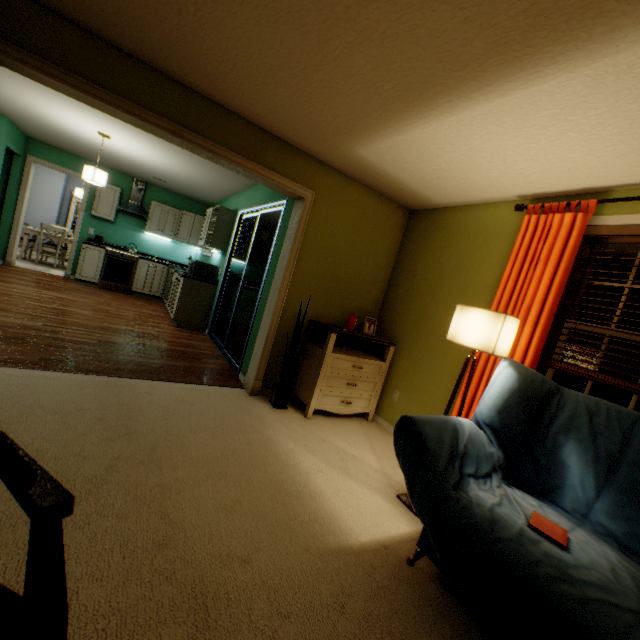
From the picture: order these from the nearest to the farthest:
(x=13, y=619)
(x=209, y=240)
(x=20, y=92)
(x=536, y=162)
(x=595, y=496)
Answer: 1. (x=13, y=619)
2. (x=595, y=496)
3. (x=536, y=162)
4. (x=20, y=92)
5. (x=209, y=240)

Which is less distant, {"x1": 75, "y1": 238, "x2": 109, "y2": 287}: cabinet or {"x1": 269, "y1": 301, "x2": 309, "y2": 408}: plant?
{"x1": 269, "y1": 301, "x2": 309, "y2": 408}: plant

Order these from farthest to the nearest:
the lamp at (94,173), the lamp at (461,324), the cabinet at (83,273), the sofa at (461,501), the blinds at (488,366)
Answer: the cabinet at (83,273), the lamp at (94,173), the blinds at (488,366), the lamp at (461,324), the sofa at (461,501)

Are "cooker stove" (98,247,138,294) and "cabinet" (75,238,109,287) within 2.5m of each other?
yes

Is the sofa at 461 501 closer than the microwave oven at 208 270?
Yes

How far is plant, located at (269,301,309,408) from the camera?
3.16m

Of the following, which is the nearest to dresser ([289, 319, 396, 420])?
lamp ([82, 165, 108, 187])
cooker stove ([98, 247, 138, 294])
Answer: lamp ([82, 165, 108, 187])

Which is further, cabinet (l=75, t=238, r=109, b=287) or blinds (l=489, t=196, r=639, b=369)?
cabinet (l=75, t=238, r=109, b=287)
